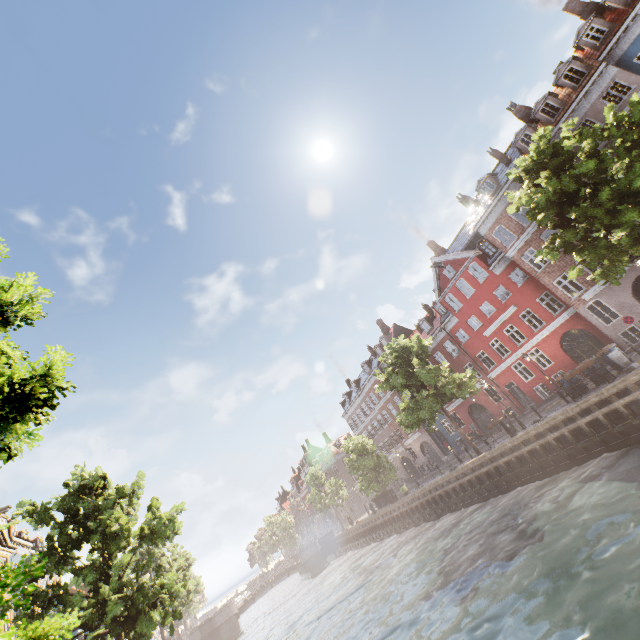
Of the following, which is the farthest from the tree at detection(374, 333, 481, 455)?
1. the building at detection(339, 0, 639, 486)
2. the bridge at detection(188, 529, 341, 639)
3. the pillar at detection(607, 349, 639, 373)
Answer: the building at detection(339, 0, 639, 486)

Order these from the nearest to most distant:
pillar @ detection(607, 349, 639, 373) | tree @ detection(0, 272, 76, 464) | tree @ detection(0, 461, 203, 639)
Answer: tree @ detection(0, 272, 76, 464), tree @ detection(0, 461, 203, 639), pillar @ detection(607, 349, 639, 373)

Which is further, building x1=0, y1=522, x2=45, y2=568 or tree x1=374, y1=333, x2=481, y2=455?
building x1=0, y1=522, x2=45, y2=568

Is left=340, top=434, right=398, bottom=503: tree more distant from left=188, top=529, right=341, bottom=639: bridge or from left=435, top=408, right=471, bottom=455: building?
left=435, top=408, right=471, bottom=455: building

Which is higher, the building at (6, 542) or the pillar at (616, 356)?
the building at (6, 542)

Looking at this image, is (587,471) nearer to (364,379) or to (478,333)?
(478,333)

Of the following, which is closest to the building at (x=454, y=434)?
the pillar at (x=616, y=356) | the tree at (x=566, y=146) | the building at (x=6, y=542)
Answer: the tree at (x=566, y=146)

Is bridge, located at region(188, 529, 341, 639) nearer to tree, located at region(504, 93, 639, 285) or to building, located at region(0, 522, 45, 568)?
tree, located at region(504, 93, 639, 285)
